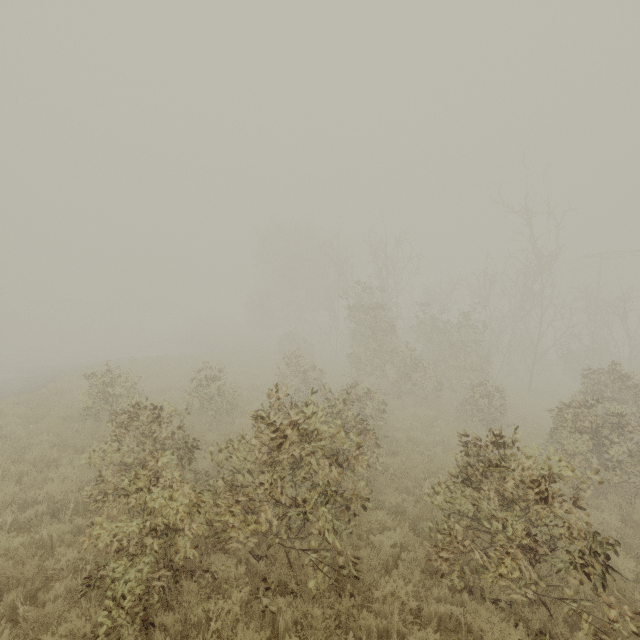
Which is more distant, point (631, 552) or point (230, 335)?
point (230, 335)
